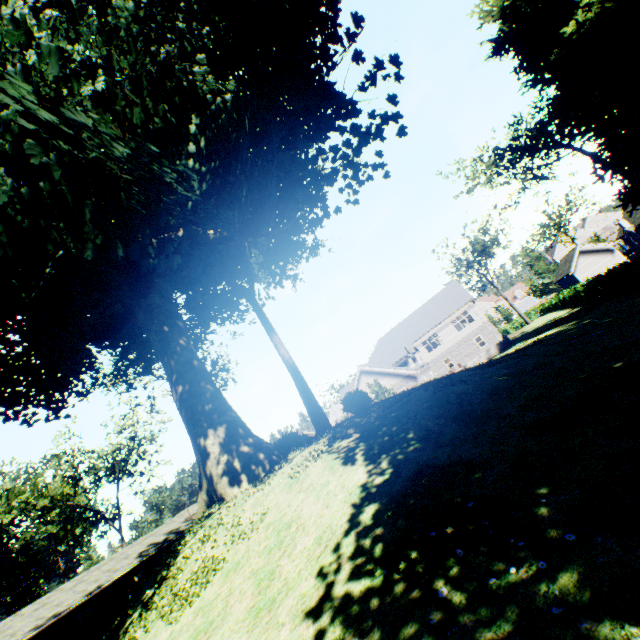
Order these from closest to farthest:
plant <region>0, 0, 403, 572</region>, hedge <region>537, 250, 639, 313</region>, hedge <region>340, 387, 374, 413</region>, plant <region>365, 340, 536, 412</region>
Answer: plant <region>0, 0, 403, 572</region> → plant <region>365, 340, 536, 412</region> → hedge <region>340, 387, 374, 413</region> → hedge <region>537, 250, 639, 313</region>

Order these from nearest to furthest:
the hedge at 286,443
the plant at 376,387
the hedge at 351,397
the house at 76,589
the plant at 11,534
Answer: the plant at 376,387
the hedge at 286,443
the hedge at 351,397
the house at 76,589
the plant at 11,534

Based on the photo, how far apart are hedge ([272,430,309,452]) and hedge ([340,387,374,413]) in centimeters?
273cm

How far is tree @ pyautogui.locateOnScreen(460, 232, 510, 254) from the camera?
55.6 meters

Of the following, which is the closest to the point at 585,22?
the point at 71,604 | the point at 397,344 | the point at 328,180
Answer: the point at 328,180

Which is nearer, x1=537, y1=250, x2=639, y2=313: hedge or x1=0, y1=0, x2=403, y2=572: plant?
x1=0, y1=0, x2=403, y2=572: plant

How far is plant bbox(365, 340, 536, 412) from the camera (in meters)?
11.18

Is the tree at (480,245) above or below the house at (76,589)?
above
